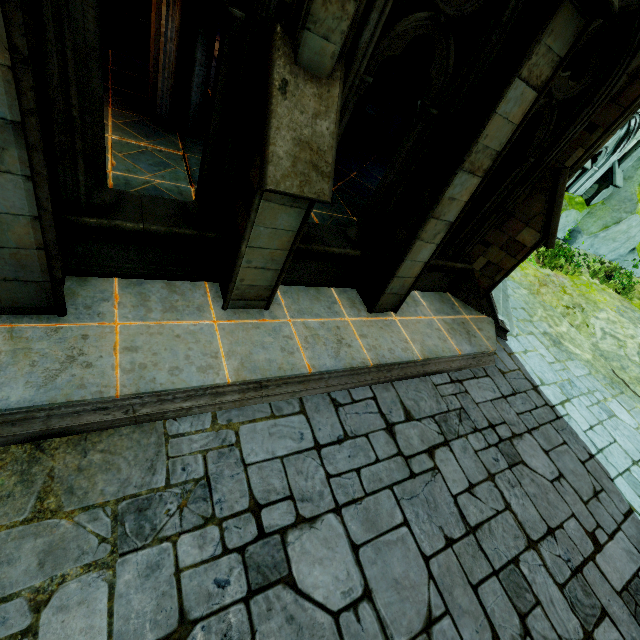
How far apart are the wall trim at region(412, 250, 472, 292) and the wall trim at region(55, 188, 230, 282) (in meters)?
3.14

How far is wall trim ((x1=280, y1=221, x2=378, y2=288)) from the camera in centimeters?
502cm

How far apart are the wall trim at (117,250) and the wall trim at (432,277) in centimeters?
314cm

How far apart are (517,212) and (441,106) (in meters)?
3.21

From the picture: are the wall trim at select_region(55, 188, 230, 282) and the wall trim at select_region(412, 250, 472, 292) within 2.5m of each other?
no

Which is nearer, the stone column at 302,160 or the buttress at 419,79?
the stone column at 302,160

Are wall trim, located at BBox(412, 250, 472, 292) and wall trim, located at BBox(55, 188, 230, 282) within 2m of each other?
no

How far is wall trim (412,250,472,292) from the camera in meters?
6.6
